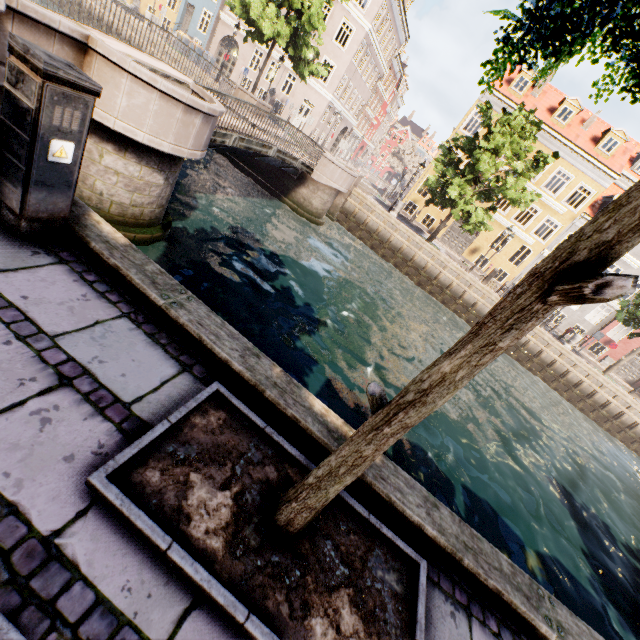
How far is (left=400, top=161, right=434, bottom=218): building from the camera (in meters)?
28.03

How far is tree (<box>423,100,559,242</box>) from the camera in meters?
17.1 m

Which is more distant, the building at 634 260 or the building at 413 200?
the building at 413 200

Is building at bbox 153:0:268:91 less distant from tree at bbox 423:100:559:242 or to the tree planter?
tree at bbox 423:100:559:242

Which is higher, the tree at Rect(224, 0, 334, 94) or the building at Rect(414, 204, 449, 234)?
the tree at Rect(224, 0, 334, 94)

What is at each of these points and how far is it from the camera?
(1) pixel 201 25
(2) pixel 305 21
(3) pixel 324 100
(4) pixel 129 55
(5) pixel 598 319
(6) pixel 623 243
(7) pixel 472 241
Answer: (1) building, 33.2m
(2) tree, 18.3m
(3) building, 30.8m
(4) bridge, 10.2m
(5) building, 28.1m
(6) tree, 1.0m
(7) building, 28.7m

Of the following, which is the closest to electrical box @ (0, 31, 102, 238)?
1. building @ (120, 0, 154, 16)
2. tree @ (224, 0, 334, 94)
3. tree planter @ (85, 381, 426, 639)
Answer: tree planter @ (85, 381, 426, 639)

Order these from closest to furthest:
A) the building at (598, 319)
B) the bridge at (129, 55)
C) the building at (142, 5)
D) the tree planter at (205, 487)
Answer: the tree planter at (205, 487)
the bridge at (129, 55)
the building at (598, 319)
the building at (142, 5)
